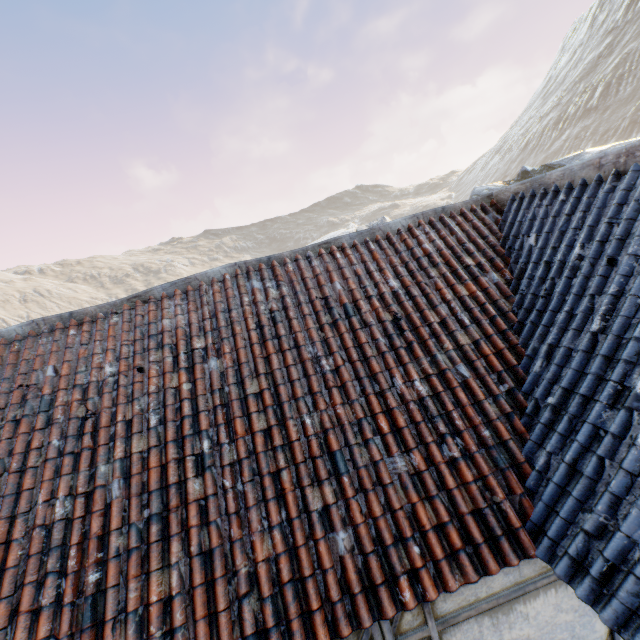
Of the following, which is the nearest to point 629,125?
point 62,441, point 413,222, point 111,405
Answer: point 413,222

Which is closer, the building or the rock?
the building

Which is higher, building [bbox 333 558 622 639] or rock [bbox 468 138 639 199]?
rock [bbox 468 138 639 199]

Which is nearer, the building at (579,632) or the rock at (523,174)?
the building at (579,632)

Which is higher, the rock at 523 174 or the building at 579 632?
the rock at 523 174
